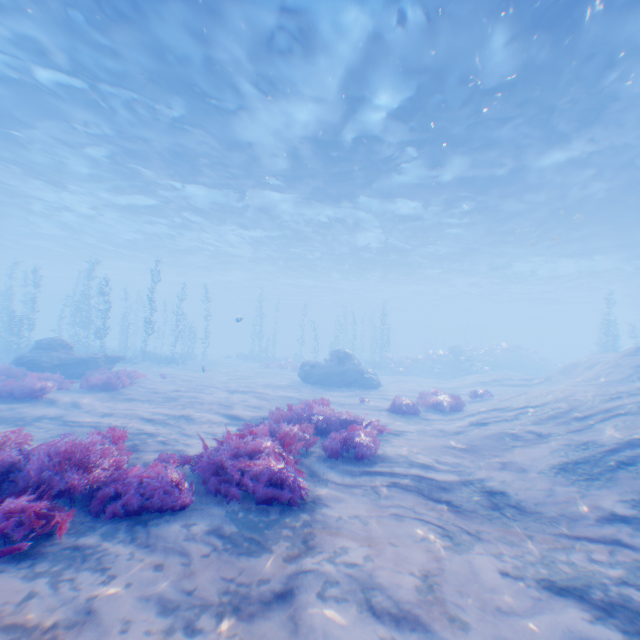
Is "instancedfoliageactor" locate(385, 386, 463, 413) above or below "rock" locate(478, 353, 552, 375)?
below

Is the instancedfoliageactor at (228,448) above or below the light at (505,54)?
below

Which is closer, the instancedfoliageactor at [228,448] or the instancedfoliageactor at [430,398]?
the instancedfoliageactor at [228,448]

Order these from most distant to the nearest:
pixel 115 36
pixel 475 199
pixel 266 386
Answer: pixel 475 199 < pixel 266 386 < pixel 115 36

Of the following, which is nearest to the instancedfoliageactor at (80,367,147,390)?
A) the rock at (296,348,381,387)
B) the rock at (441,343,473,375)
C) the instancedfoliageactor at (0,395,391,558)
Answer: the instancedfoliageactor at (0,395,391,558)

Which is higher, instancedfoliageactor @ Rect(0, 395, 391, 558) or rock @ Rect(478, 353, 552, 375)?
rock @ Rect(478, 353, 552, 375)

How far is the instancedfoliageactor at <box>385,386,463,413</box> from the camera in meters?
11.9 m

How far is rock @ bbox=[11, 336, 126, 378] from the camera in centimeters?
1384cm
